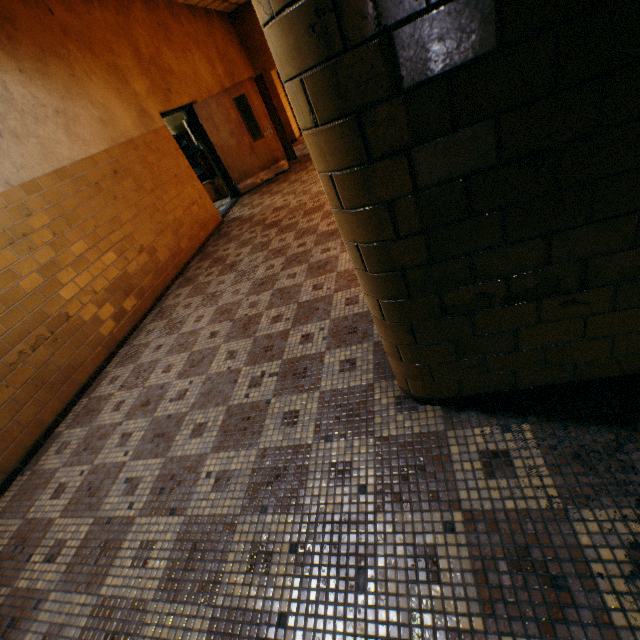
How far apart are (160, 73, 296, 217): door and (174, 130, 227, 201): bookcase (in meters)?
0.58

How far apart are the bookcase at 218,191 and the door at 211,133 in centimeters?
58cm

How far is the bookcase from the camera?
8.37m

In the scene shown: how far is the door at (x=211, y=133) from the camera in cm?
730

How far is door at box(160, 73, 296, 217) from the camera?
7.3m

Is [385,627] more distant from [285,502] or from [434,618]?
[285,502]

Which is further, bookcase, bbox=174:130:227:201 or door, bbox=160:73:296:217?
bookcase, bbox=174:130:227:201
